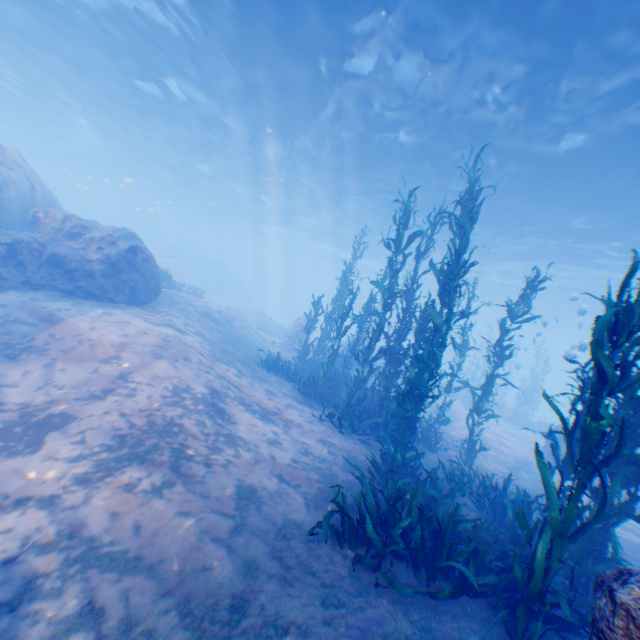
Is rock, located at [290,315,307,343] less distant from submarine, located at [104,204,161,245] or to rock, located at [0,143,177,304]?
submarine, located at [104,204,161,245]

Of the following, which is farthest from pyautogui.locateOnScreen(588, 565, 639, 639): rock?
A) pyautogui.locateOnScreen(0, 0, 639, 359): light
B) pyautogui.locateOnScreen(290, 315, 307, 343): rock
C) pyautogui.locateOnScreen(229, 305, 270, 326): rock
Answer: pyautogui.locateOnScreen(229, 305, 270, 326): rock

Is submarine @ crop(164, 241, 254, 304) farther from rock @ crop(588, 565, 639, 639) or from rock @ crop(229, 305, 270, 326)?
rock @ crop(229, 305, 270, 326)

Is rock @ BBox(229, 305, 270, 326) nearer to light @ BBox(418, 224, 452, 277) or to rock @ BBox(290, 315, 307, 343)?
rock @ BBox(290, 315, 307, 343)

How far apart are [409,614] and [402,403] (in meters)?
3.69

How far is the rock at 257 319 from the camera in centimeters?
3309cm

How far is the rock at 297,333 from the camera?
22.2 meters

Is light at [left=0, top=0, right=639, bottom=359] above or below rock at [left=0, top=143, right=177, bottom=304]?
above
